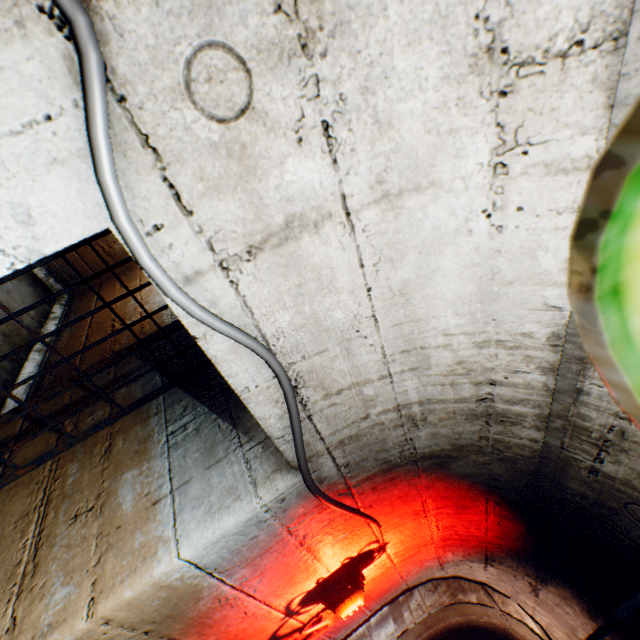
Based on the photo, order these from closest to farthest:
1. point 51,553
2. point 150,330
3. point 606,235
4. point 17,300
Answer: point 606,235, point 51,553, point 150,330, point 17,300

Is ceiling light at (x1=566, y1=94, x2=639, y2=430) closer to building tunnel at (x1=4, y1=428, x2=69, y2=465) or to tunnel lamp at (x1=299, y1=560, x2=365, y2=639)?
building tunnel at (x1=4, y1=428, x2=69, y2=465)

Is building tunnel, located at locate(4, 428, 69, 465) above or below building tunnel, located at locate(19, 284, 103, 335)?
above

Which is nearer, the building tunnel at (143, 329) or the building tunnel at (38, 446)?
the building tunnel at (38, 446)

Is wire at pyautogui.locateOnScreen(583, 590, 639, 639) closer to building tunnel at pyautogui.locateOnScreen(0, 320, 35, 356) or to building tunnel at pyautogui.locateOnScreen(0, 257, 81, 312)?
building tunnel at pyautogui.locateOnScreen(0, 320, 35, 356)

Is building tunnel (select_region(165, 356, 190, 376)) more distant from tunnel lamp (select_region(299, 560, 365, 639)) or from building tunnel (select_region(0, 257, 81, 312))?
building tunnel (select_region(0, 257, 81, 312))

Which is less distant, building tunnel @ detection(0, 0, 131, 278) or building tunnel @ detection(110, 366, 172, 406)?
building tunnel @ detection(0, 0, 131, 278)

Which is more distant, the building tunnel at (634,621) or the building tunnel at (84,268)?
the building tunnel at (84,268)
